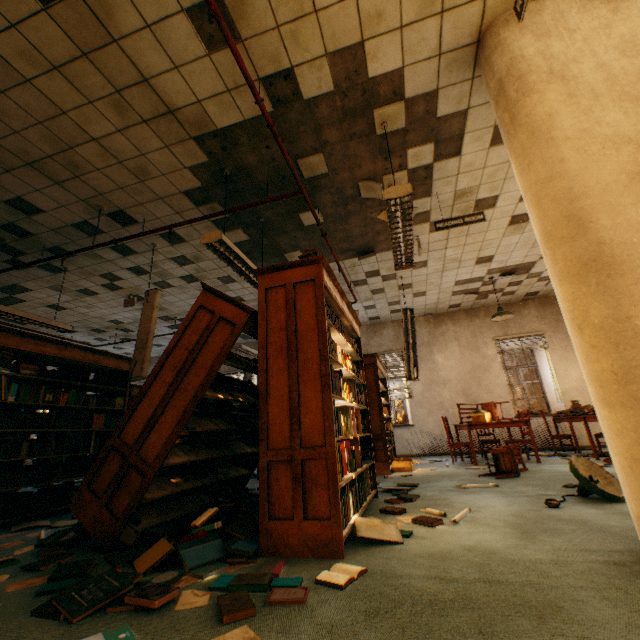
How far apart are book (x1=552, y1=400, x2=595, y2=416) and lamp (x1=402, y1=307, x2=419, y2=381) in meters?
3.3 m

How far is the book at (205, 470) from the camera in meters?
3.2 m

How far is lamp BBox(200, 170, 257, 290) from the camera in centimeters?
350cm

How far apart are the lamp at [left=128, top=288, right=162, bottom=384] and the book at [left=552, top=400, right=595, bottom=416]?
8.1m

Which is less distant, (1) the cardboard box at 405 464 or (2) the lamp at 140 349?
(2) the lamp at 140 349

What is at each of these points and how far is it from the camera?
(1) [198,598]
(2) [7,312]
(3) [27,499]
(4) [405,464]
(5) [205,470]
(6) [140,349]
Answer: (1) paper, 1.67m
(2) lamp, 4.97m
(3) book, 3.83m
(4) cardboard box, 5.94m
(5) book, 3.54m
(6) lamp, 4.73m

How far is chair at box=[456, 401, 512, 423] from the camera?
6.5m

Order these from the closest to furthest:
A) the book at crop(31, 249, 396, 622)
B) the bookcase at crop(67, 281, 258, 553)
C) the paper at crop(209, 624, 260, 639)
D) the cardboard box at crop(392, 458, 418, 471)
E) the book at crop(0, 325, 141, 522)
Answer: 1. the paper at crop(209, 624, 260, 639)
2. the book at crop(31, 249, 396, 622)
3. the bookcase at crop(67, 281, 258, 553)
4. the book at crop(0, 325, 141, 522)
5. the cardboard box at crop(392, 458, 418, 471)
